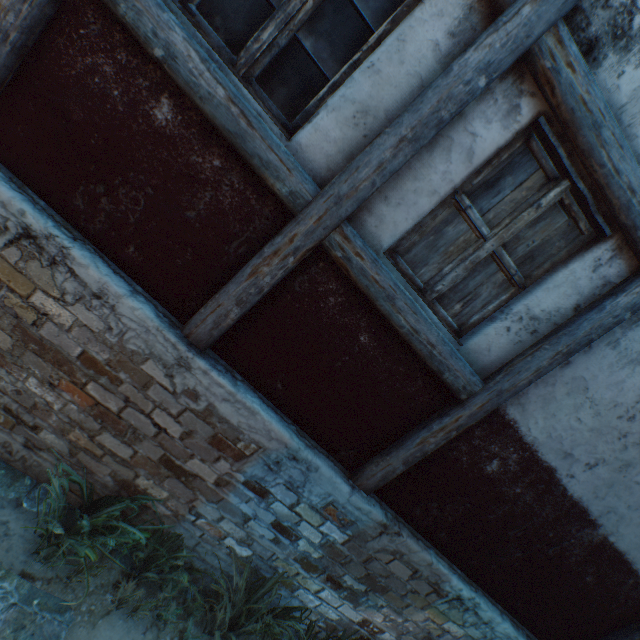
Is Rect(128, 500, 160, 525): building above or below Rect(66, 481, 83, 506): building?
above

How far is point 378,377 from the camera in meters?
2.7 m

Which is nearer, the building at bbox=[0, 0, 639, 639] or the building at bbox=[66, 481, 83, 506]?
the building at bbox=[0, 0, 639, 639]

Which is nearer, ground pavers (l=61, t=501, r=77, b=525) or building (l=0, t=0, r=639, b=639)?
building (l=0, t=0, r=639, b=639)

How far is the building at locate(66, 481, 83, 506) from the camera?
2.8m

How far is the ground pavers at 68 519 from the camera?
2.8m

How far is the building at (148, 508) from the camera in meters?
2.9
